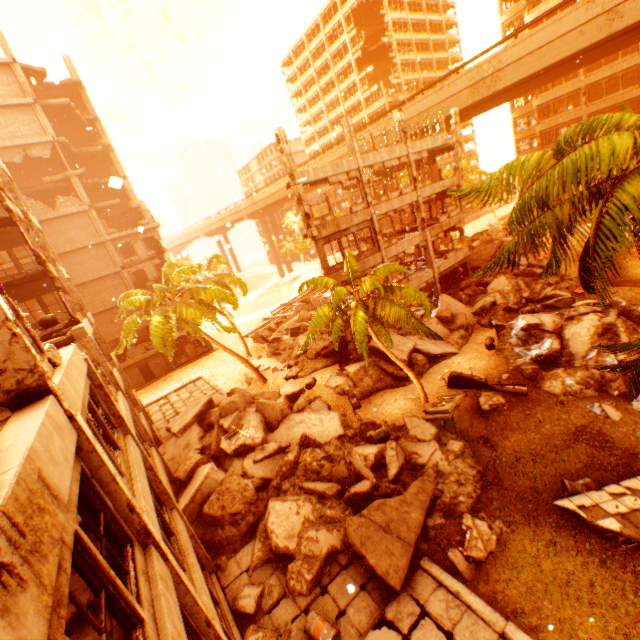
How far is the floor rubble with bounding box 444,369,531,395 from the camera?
15.69m

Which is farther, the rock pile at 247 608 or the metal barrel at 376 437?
the metal barrel at 376 437

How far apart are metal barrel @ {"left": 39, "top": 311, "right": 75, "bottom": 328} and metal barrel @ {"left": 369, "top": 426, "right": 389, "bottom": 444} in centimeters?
1397cm

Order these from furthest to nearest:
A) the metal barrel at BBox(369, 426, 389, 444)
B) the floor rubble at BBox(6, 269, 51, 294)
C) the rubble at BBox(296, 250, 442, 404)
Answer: the floor rubble at BBox(6, 269, 51, 294) → the metal barrel at BBox(369, 426, 389, 444) → the rubble at BBox(296, 250, 442, 404)

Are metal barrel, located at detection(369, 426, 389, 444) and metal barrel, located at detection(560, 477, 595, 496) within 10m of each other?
yes

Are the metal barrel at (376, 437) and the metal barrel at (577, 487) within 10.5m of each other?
yes

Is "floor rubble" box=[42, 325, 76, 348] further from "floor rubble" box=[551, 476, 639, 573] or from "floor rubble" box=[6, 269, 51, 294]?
"floor rubble" box=[551, 476, 639, 573]

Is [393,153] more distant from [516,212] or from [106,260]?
[106,260]
